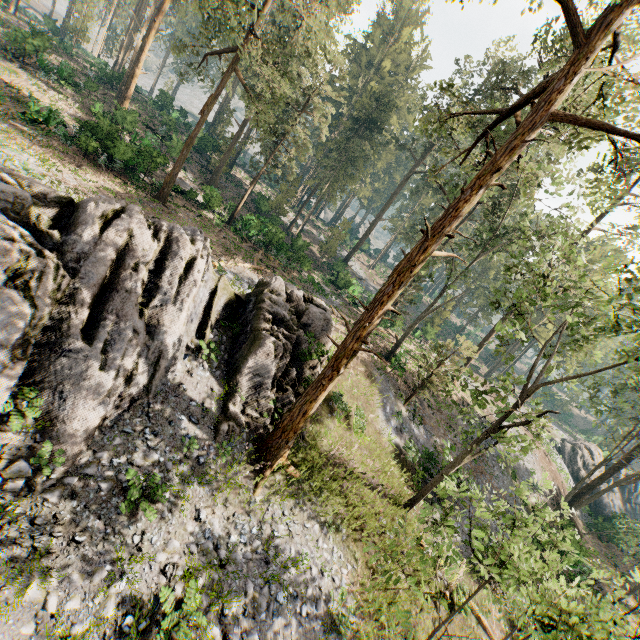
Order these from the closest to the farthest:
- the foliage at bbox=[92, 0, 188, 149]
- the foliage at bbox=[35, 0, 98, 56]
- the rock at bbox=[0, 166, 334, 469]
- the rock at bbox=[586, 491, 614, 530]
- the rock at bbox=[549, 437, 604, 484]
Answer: the rock at bbox=[0, 166, 334, 469] → the foliage at bbox=[92, 0, 188, 149] → the rock at bbox=[586, 491, 614, 530] → the foliage at bbox=[35, 0, 98, 56] → the rock at bbox=[549, 437, 604, 484]

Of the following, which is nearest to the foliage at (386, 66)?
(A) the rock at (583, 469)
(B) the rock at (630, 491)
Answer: (A) the rock at (583, 469)

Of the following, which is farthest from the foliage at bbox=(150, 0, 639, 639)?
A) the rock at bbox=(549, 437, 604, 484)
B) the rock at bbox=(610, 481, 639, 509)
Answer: the rock at bbox=(610, 481, 639, 509)

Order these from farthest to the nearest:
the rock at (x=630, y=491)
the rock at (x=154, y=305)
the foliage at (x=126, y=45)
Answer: the rock at (x=630, y=491) < the foliage at (x=126, y=45) < the rock at (x=154, y=305)

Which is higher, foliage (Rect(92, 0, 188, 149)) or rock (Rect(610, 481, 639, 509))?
foliage (Rect(92, 0, 188, 149))

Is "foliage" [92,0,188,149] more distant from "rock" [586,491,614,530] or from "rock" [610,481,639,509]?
"rock" [610,481,639,509]

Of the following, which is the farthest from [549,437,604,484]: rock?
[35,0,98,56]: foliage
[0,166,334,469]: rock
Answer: [0,166,334,469]: rock

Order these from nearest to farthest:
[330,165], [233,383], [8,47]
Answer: [233,383], [8,47], [330,165]
